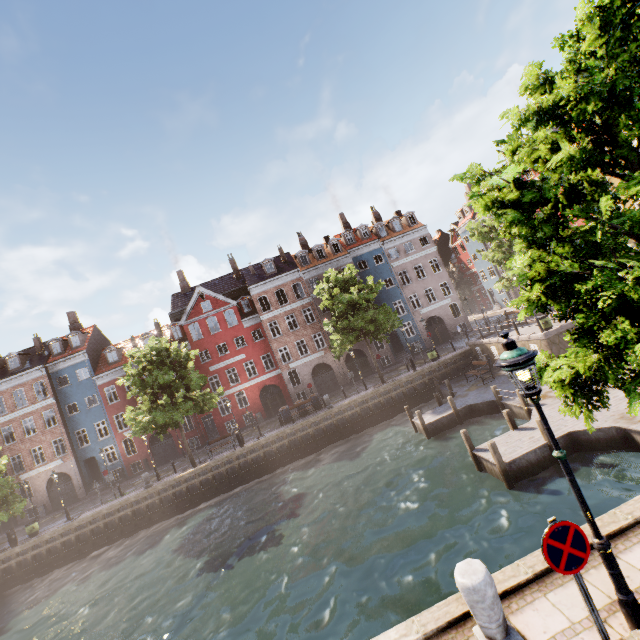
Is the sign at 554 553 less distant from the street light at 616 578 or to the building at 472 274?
the street light at 616 578

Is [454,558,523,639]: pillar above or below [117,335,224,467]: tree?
below

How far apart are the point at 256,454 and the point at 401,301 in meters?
22.6 m

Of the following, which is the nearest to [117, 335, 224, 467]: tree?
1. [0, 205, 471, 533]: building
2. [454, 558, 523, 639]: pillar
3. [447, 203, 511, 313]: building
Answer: [447, 203, 511, 313]: building

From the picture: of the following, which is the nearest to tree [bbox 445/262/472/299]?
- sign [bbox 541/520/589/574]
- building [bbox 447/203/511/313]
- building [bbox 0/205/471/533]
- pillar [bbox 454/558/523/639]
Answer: building [bbox 447/203/511/313]

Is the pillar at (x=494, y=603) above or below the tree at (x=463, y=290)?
below

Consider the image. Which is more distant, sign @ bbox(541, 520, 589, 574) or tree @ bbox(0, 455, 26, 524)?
tree @ bbox(0, 455, 26, 524)

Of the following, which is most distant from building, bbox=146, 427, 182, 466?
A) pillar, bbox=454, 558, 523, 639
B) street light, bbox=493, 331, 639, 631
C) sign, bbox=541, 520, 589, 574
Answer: sign, bbox=541, 520, 589, 574
